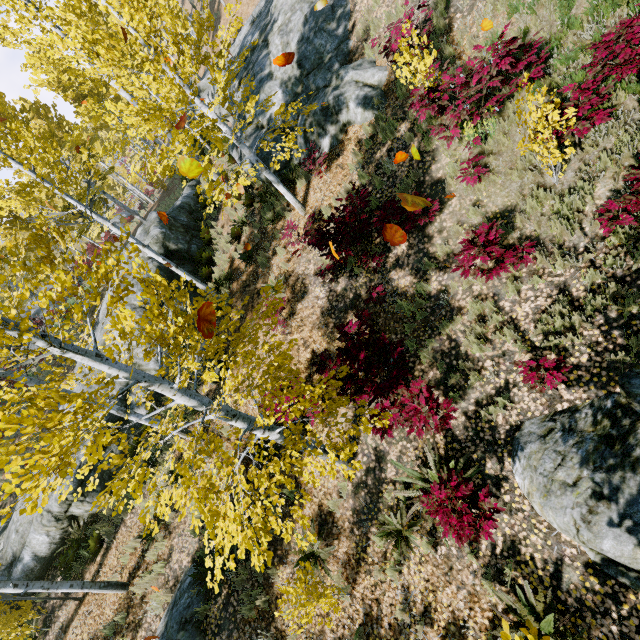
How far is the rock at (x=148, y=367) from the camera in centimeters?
1158cm

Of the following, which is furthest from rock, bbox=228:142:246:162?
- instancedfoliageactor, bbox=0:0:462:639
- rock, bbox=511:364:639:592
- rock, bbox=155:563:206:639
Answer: rock, bbox=155:563:206:639

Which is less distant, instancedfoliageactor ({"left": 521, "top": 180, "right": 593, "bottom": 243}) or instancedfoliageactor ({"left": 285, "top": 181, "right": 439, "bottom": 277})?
instancedfoliageactor ({"left": 521, "top": 180, "right": 593, "bottom": 243})

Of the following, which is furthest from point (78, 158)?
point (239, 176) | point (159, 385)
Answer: point (159, 385)

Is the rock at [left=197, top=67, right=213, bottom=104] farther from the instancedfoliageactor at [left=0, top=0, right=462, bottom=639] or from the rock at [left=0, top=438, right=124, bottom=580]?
the rock at [left=0, top=438, right=124, bottom=580]

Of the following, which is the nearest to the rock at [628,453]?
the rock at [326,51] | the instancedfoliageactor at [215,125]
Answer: the instancedfoliageactor at [215,125]

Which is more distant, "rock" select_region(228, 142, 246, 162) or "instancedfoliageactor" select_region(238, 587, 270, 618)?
"rock" select_region(228, 142, 246, 162)

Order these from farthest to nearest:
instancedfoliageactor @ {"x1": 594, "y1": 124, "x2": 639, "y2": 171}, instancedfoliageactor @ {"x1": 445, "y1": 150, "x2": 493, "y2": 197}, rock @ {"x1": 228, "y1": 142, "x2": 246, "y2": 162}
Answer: rock @ {"x1": 228, "y1": 142, "x2": 246, "y2": 162}
instancedfoliageactor @ {"x1": 445, "y1": 150, "x2": 493, "y2": 197}
instancedfoliageactor @ {"x1": 594, "y1": 124, "x2": 639, "y2": 171}
